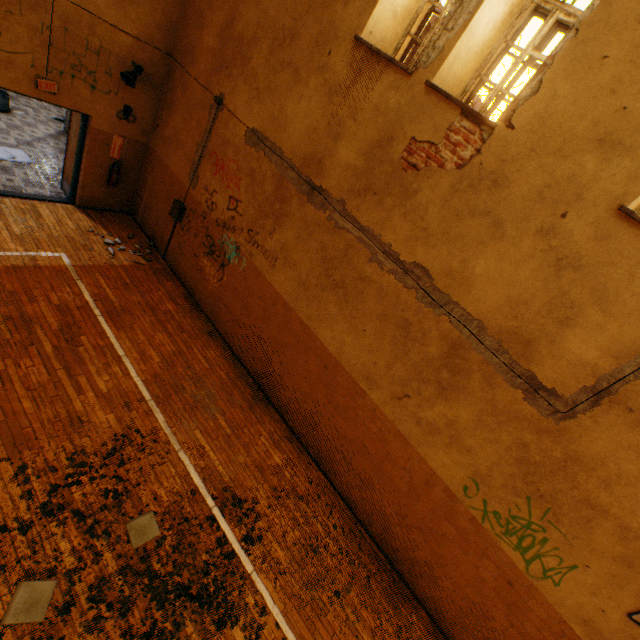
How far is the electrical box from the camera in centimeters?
720cm

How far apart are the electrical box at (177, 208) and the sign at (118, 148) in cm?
174

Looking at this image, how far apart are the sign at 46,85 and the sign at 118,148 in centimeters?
120cm

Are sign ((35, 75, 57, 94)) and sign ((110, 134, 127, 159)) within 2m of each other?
yes

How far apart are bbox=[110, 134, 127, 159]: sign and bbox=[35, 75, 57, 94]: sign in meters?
1.2 m

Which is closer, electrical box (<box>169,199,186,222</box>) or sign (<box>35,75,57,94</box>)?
sign (<box>35,75,57,94</box>)

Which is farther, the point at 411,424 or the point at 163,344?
the point at 163,344

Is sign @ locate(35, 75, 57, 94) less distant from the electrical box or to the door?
the door
